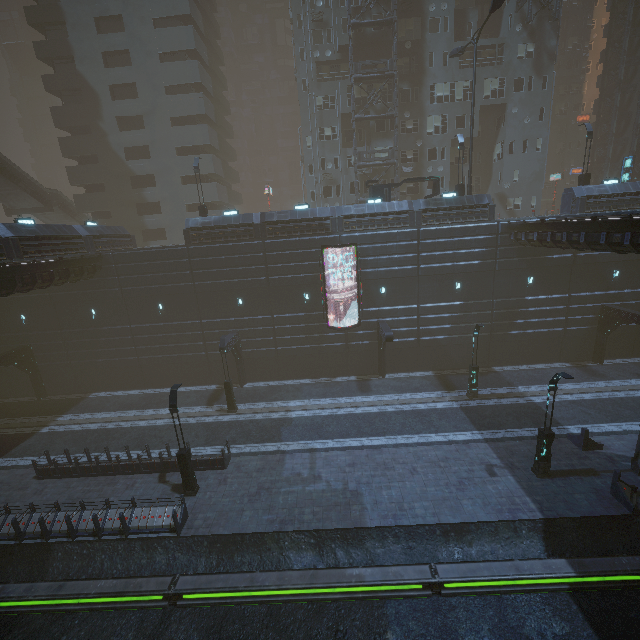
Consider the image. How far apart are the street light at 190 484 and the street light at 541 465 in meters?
16.7

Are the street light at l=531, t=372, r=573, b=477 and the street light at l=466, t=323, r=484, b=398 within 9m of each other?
yes

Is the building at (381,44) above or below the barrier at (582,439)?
above

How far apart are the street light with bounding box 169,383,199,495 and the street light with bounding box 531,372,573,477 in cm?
1674

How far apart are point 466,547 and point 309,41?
43.4 meters

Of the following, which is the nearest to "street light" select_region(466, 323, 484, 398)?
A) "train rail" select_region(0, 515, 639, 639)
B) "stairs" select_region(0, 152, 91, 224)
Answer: "train rail" select_region(0, 515, 639, 639)

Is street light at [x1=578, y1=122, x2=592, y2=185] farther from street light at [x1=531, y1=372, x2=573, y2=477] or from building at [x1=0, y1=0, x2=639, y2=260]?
street light at [x1=531, y1=372, x2=573, y2=477]

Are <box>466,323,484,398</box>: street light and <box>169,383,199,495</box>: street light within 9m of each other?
no
